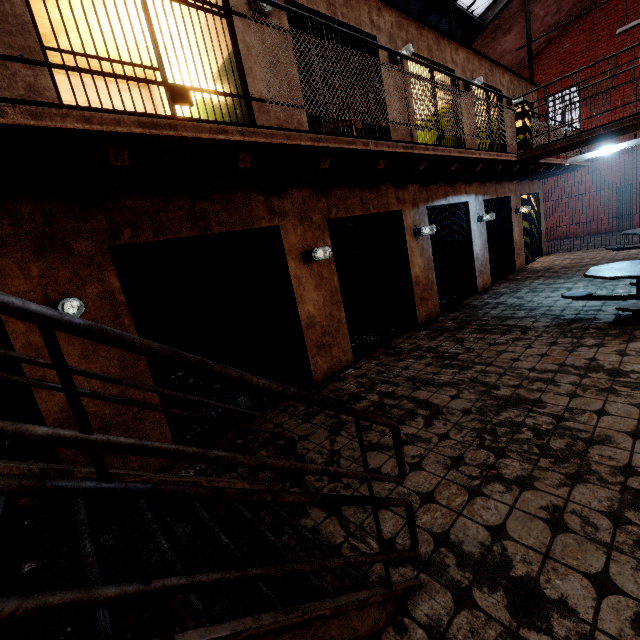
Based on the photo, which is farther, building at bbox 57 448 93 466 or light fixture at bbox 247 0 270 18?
light fixture at bbox 247 0 270 18

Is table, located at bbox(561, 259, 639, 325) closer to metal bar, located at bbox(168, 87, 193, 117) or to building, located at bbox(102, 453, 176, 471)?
building, located at bbox(102, 453, 176, 471)

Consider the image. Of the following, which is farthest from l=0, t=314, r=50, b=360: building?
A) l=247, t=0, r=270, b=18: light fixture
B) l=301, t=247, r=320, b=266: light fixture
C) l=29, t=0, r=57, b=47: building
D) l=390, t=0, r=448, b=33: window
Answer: l=390, t=0, r=448, b=33: window

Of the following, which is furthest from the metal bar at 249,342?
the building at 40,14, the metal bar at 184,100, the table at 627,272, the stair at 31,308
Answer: the table at 627,272

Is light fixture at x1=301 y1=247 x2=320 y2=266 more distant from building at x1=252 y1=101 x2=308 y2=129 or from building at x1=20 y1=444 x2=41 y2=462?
building at x1=20 y1=444 x2=41 y2=462

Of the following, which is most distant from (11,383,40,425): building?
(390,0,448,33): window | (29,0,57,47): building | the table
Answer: the table

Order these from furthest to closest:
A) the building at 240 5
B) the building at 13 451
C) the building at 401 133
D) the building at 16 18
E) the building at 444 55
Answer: the building at 401 133
the building at 444 55
the building at 13 451
the building at 240 5
the building at 16 18

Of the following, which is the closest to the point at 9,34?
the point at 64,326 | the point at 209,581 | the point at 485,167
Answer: the point at 64,326
